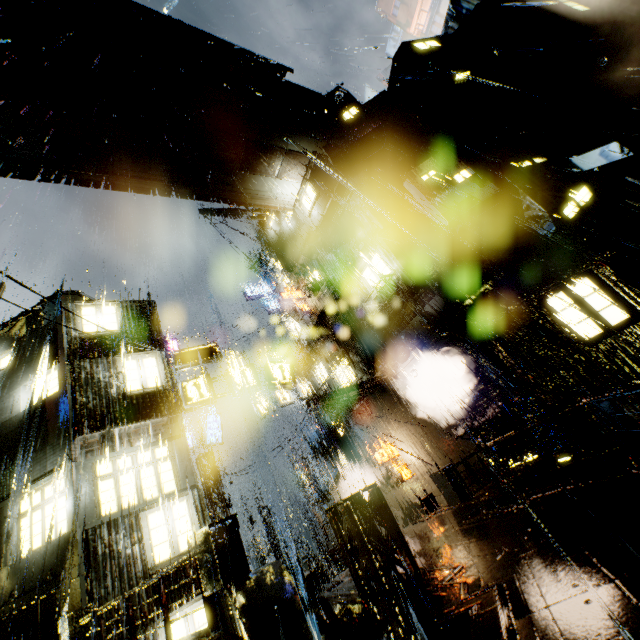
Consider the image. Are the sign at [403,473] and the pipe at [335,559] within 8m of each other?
yes

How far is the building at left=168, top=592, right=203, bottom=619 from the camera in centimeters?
954cm

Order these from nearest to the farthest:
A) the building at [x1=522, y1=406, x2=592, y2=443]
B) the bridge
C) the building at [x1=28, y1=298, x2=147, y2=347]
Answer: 1. the building at [x1=522, y1=406, x2=592, y2=443]
2. the building at [x1=28, y1=298, x2=147, y2=347]
3. the bridge

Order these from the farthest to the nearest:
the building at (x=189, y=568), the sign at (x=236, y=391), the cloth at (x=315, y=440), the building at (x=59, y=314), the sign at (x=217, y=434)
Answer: the sign at (x=217, y=434), the cloth at (x=315, y=440), the sign at (x=236, y=391), the building at (x=59, y=314), the building at (x=189, y=568)

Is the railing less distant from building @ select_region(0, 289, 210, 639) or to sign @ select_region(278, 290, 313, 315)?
building @ select_region(0, 289, 210, 639)

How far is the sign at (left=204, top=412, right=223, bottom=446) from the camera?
22.84m

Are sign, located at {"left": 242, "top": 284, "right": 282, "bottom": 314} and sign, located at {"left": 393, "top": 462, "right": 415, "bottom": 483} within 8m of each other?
no

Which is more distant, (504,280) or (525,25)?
(525,25)
